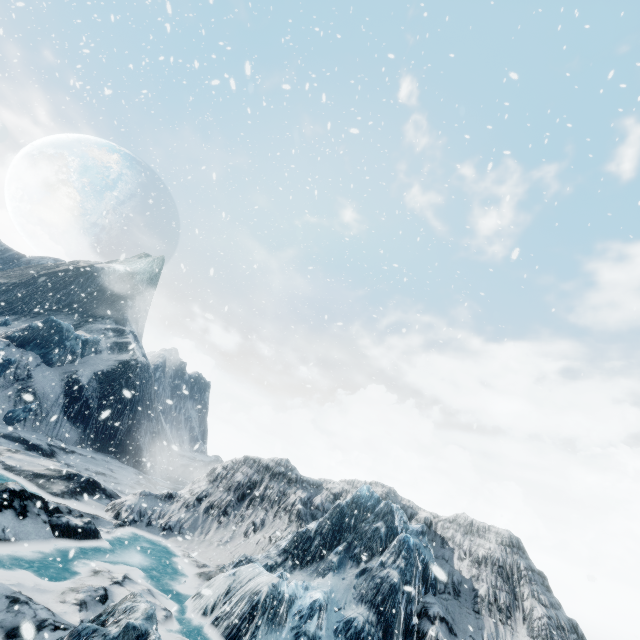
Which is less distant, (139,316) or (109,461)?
(109,461)
